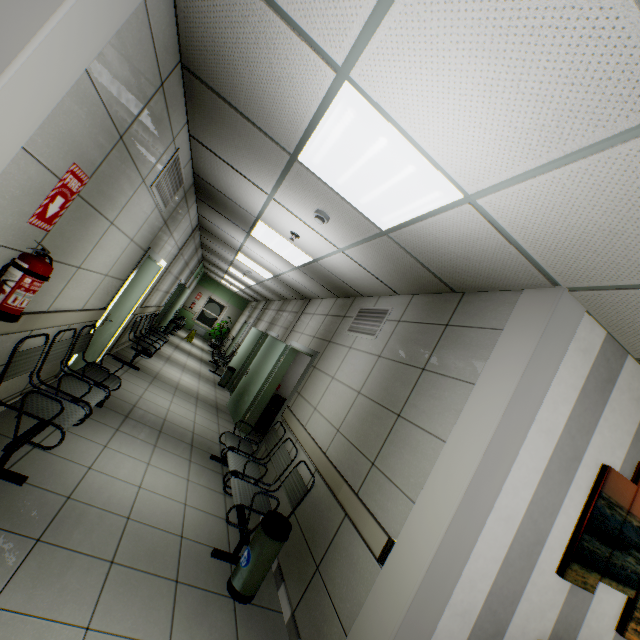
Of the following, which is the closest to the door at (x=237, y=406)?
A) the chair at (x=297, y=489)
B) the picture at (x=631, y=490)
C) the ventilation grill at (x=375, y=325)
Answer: the chair at (x=297, y=489)

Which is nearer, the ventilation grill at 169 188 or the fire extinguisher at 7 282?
the fire extinguisher at 7 282

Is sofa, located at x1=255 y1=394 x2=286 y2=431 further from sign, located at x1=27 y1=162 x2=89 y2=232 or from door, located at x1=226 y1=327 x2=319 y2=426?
sign, located at x1=27 y1=162 x2=89 y2=232

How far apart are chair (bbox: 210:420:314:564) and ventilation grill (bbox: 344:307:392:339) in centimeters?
166cm

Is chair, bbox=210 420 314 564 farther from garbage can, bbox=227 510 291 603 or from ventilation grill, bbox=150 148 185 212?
ventilation grill, bbox=150 148 185 212

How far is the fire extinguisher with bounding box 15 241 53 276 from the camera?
1.9 meters

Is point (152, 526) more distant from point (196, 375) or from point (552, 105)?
point (196, 375)

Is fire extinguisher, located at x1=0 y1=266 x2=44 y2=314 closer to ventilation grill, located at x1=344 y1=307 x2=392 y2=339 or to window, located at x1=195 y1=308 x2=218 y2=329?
ventilation grill, located at x1=344 y1=307 x2=392 y2=339
